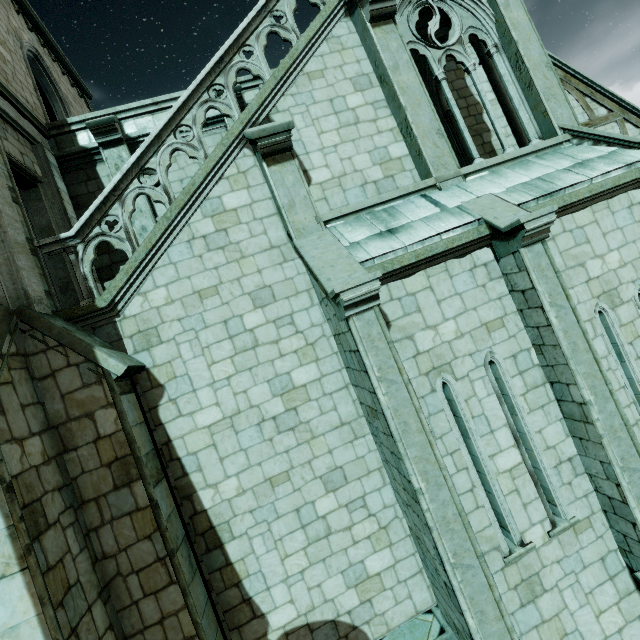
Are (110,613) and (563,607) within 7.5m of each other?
yes
